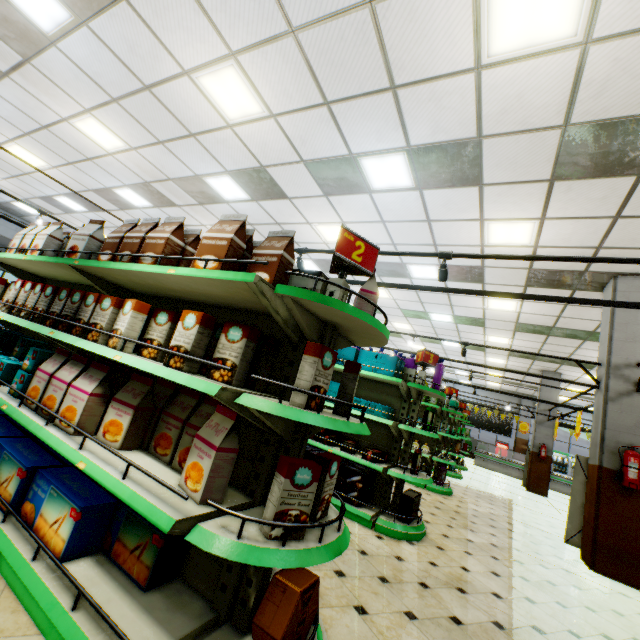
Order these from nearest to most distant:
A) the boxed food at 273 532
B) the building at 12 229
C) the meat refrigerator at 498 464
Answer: the boxed food at 273 532
the building at 12 229
the meat refrigerator at 498 464

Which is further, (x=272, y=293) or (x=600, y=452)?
(x=600, y=452)

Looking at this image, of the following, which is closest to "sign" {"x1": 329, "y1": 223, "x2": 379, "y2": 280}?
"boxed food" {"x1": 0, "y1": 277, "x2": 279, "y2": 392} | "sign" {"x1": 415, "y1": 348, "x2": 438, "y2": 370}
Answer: "boxed food" {"x1": 0, "y1": 277, "x2": 279, "y2": 392}

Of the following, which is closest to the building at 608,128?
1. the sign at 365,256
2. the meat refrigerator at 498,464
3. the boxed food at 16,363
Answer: the meat refrigerator at 498,464

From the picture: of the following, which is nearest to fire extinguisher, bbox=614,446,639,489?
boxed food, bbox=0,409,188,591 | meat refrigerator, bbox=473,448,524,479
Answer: boxed food, bbox=0,409,188,591

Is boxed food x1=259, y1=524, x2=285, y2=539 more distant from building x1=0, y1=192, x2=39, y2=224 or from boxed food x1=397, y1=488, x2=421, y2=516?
boxed food x1=397, y1=488, x2=421, y2=516

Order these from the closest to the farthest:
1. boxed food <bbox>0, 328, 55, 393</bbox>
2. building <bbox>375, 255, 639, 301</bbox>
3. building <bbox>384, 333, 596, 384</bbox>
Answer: boxed food <bbox>0, 328, 55, 393</bbox>
building <bbox>375, 255, 639, 301</bbox>
building <bbox>384, 333, 596, 384</bbox>

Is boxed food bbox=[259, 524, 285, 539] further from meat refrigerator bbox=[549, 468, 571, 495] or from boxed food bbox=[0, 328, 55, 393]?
meat refrigerator bbox=[549, 468, 571, 495]
